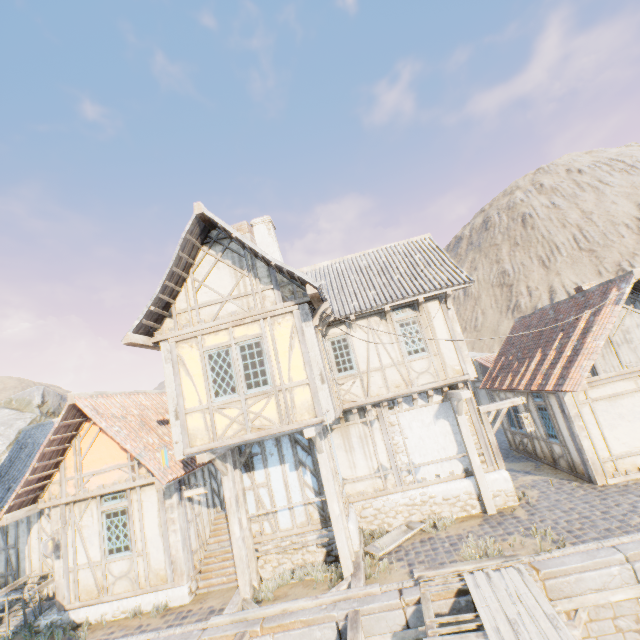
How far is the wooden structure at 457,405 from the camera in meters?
9.7 m

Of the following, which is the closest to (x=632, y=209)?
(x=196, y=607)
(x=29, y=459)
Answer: (x=196, y=607)

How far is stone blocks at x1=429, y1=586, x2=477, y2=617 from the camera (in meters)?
6.55

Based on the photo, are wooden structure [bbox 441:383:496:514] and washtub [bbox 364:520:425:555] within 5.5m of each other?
yes

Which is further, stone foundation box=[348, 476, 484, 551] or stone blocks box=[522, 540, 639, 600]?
stone foundation box=[348, 476, 484, 551]

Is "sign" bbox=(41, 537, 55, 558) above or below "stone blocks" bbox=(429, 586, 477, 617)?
above

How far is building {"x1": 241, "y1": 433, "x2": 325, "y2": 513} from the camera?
9.45m

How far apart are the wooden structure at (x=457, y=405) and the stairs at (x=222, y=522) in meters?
7.1 m
